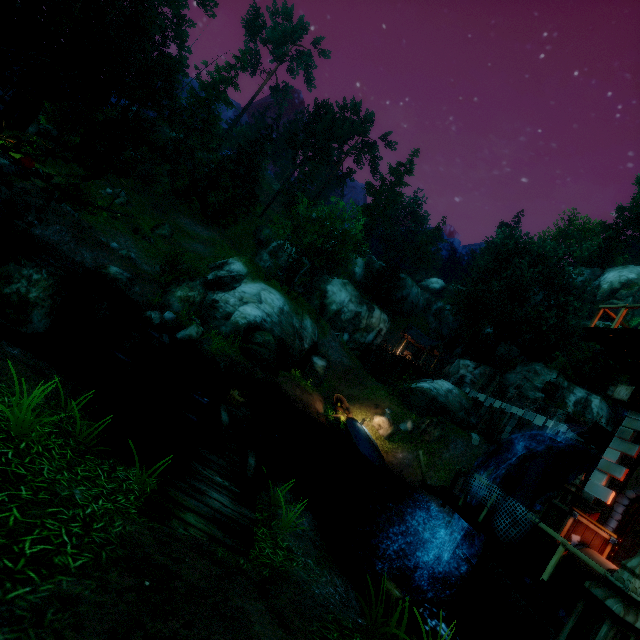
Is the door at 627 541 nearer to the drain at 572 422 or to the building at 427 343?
the drain at 572 422

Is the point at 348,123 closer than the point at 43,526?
No

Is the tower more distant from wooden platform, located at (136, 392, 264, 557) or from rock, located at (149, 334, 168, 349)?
rock, located at (149, 334, 168, 349)

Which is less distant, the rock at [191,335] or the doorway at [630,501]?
the doorway at [630,501]

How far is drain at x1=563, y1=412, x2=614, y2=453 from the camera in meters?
11.6 m

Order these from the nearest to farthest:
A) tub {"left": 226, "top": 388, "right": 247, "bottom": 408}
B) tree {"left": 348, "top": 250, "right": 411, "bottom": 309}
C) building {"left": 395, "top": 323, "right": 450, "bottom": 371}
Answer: tub {"left": 226, "top": 388, "right": 247, "bottom": 408} < building {"left": 395, "top": 323, "right": 450, "bottom": 371} < tree {"left": 348, "top": 250, "right": 411, "bottom": 309}

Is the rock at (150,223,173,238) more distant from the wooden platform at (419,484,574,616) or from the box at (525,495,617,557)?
the box at (525,495,617,557)

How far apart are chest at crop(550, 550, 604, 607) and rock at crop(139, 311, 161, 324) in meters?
17.8 m
